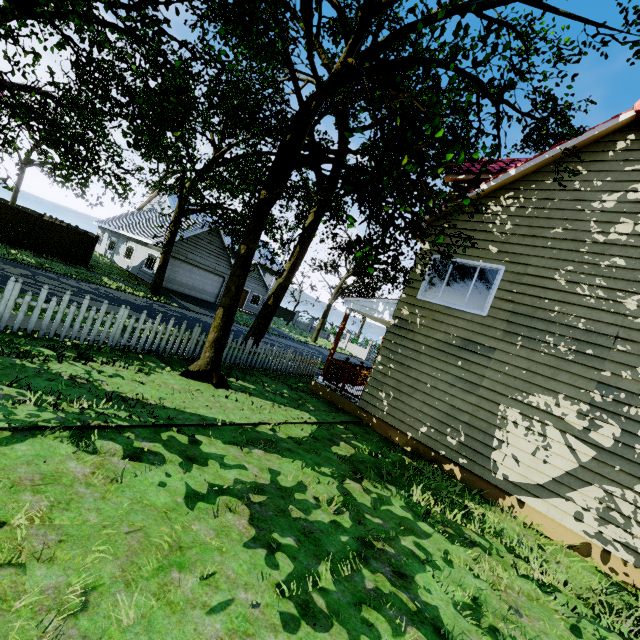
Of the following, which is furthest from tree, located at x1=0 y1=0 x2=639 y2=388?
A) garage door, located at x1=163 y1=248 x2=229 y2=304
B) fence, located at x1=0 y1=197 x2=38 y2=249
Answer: garage door, located at x1=163 y1=248 x2=229 y2=304

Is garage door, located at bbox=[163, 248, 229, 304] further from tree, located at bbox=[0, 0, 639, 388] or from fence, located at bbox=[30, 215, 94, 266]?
fence, located at bbox=[30, 215, 94, 266]

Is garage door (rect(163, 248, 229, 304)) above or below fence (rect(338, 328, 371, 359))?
above

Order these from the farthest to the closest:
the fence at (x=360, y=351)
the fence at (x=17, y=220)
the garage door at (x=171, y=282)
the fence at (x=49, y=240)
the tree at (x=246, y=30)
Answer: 1. the fence at (x=360, y=351)
2. the garage door at (x=171, y=282)
3. the fence at (x=49, y=240)
4. the fence at (x=17, y=220)
5. the tree at (x=246, y=30)

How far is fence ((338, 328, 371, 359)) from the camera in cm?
3825

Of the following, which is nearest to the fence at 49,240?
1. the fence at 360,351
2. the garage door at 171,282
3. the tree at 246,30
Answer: the tree at 246,30

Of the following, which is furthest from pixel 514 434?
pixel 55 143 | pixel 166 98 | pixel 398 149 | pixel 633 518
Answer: pixel 55 143

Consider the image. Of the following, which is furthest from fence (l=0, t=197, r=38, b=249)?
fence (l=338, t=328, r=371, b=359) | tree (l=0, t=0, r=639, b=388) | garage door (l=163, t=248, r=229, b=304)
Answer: fence (l=338, t=328, r=371, b=359)
